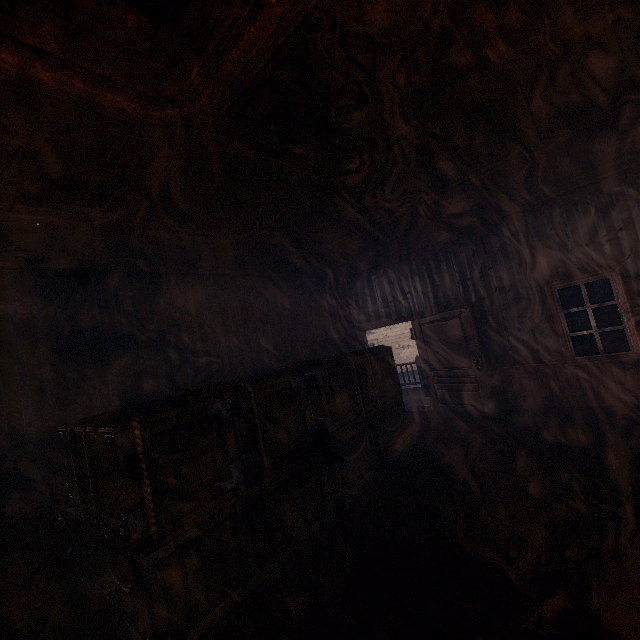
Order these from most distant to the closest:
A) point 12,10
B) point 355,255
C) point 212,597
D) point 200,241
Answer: point 355,255 < point 200,241 < point 212,597 < point 12,10

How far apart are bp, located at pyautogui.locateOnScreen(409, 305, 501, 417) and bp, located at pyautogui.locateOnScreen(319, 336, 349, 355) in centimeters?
172cm

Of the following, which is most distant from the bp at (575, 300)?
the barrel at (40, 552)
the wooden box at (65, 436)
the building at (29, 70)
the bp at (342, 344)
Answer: the barrel at (40, 552)

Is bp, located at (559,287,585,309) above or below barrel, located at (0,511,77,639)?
above

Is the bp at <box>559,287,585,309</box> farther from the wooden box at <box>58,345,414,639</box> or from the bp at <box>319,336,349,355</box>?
the wooden box at <box>58,345,414,639</box>

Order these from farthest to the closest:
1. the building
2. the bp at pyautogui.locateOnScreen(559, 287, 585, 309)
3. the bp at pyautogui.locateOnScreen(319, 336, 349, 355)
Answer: the bp at pyautogui.locateOnScreen(559, 287, 585, 309)
the bp at pyautogui.locateOnScreen(319, 336, 349, 355)
the building

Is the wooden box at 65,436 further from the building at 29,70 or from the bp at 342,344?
the bp at 342,344

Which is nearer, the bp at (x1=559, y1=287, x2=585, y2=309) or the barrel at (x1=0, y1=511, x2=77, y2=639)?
the barrel at (x1=0, y1=511, x2=77, y2=639)
